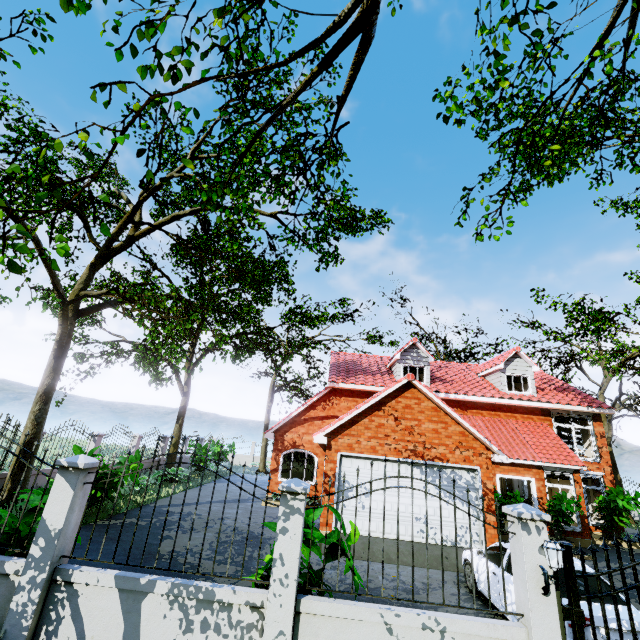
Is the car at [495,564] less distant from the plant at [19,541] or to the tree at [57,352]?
the tree at [57,352]

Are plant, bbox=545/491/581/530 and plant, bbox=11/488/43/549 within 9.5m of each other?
no

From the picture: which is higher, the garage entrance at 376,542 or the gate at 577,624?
the gate at 577,624

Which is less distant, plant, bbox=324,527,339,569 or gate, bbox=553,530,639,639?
gate, bbox=553,530,639,639

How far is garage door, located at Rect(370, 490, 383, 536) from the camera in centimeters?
1102cm

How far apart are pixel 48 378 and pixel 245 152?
11.2m

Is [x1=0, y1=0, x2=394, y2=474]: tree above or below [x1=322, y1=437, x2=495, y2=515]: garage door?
above

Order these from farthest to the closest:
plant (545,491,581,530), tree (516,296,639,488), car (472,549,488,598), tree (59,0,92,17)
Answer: tree (516,296,639,488) → plant (545,491,581,530) → car (472,549,488,598) → tree (59,0,92,17)
